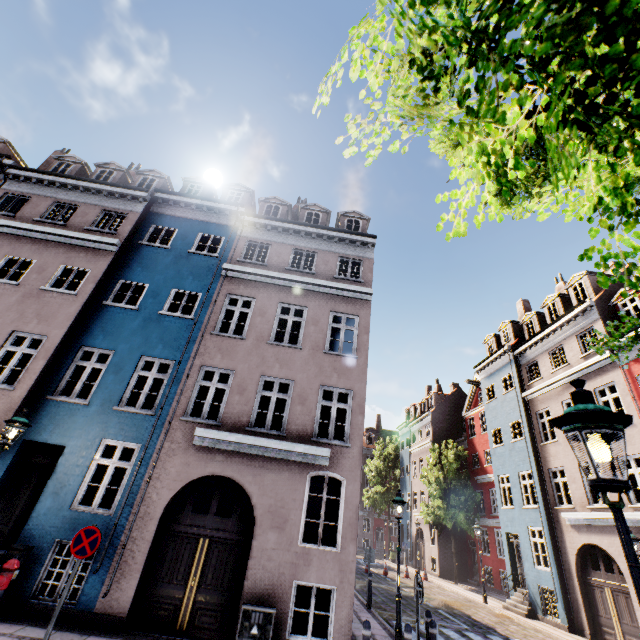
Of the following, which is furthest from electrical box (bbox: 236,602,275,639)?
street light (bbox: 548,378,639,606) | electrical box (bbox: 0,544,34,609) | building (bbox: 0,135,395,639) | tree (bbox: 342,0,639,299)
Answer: tree (bbox: 342,0,639,299)

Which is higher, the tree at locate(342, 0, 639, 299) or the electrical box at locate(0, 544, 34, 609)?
the tree at locate(342, 0, 639, 299)

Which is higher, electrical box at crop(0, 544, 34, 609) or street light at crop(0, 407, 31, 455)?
street light at crop(0, 407, 31, 455)

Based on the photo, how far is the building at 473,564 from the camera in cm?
2514

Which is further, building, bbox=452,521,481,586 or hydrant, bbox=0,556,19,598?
building, bbox=452,521,481,586

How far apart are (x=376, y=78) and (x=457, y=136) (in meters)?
0.64

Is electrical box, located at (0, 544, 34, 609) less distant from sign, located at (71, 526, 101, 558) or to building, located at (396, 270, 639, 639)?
sign, located at (71, 526, 101, 558)

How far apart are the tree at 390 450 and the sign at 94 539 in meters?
38.3
